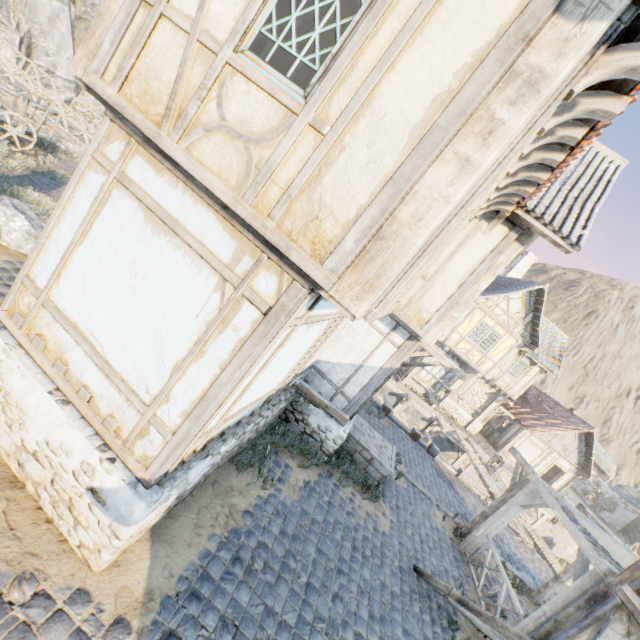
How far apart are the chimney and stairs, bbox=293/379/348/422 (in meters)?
19.66

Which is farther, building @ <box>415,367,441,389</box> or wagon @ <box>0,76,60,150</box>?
building @ <box>415,367,441,389</box>

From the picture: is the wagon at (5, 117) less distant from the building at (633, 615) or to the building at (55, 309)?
the building at (55, 309)

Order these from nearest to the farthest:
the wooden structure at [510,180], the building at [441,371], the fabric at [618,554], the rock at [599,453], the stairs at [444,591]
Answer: the wooden structure at [510,180] < the stairs at [444,591] < the fabric at [618,554] < the building at [441,371] < the rock at [599,453]

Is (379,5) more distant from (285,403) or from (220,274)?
(285,403)

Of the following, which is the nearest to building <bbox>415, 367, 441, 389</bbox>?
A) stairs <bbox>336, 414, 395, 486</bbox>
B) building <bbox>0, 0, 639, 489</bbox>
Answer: building <bbox>0, 0, 639, 489</bbox>

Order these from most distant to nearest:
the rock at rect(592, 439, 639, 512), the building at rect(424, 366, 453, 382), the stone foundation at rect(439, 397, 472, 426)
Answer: the rock at rect(592, 439, 639, 512), the stone foundation at rect(439, 397, 472, 426), the building at rect(424, 366, 453, 382)

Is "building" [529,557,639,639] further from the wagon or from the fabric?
the wagon
